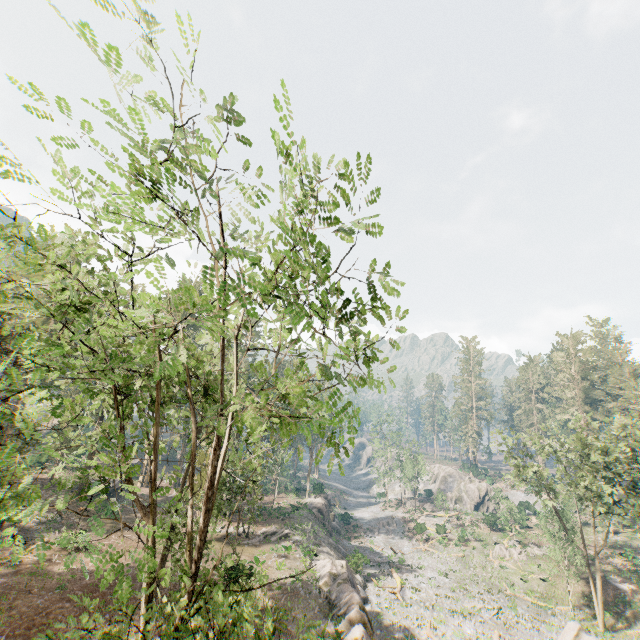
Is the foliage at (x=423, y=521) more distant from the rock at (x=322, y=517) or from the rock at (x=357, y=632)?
the rock at (x=322, y=517)

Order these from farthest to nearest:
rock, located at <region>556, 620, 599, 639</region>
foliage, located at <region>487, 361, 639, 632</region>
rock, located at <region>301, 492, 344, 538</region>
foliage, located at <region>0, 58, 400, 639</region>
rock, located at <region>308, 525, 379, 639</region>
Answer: rock, located at <region>301, 492, 344, 538</region>
foliage, located at <region>487, 361, 639, 632</region>
rock, located at <region>556, 620, 599, 639</region>
rock, located at <region>308, 525, 379, 639</region>
foliage, located at <region>0, 58, 400, 639</region>

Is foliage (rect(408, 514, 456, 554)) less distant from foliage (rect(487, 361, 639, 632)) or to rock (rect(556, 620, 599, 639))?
rock (rect(556, 620, 599, 639))

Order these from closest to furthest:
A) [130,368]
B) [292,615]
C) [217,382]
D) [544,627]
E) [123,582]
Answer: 1. [123,582]
2. [130,368]
3. [292,615]
4. [217,382]
5. [544,627]

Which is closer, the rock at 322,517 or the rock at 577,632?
the rock at 577,632

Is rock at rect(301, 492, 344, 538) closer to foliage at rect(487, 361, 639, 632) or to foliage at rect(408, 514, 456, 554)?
foliage at rect(487, 361, 639, 632)

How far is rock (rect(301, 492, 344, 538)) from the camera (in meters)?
46.09

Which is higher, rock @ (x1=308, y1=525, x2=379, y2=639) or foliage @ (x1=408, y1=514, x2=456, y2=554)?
rock @ (x1=308, y1=525, x2=379, y2=639)
